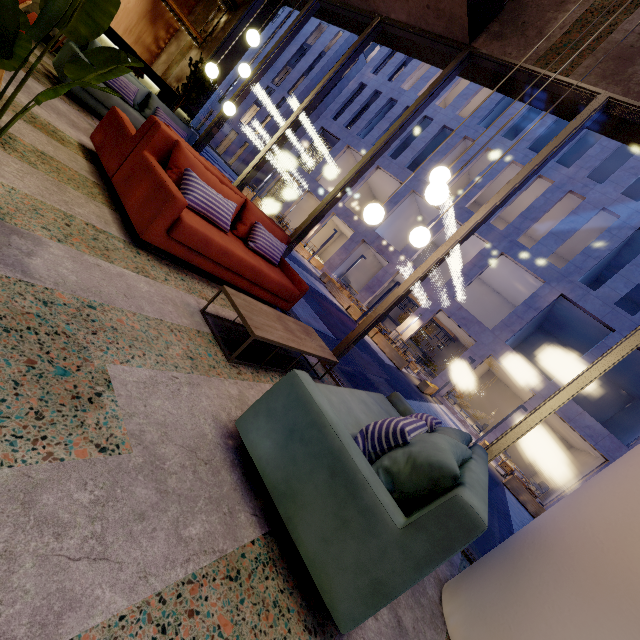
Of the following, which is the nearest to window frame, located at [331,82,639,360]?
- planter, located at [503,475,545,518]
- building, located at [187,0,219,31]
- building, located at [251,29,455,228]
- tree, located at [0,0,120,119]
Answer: building, located at [187,0,219,31]

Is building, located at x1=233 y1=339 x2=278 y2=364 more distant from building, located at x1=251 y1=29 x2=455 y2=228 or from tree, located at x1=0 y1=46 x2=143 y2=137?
building, located at x1=251 y1=29 x2=455 y2=228

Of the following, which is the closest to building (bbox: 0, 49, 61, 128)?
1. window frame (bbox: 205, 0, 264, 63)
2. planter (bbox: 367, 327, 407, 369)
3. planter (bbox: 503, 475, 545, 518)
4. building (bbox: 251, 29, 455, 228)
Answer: window frame (bbox: 205, 0, 264, 63)

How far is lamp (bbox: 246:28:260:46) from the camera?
4.50m

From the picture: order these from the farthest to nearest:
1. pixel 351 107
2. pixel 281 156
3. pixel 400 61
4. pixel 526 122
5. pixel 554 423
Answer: pixel 281 156 < pixel 351 107 < pixel 400 61 < pixel 526 122 < pixel 554 423

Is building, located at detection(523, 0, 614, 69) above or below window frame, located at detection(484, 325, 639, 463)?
above

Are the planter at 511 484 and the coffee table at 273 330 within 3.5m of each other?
no

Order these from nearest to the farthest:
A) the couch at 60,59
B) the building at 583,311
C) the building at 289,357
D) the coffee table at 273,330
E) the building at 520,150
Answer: the coffee table at 273,330
the building at 289,357
the couch at 60,59
the building at 583,311
the building at 520,150
